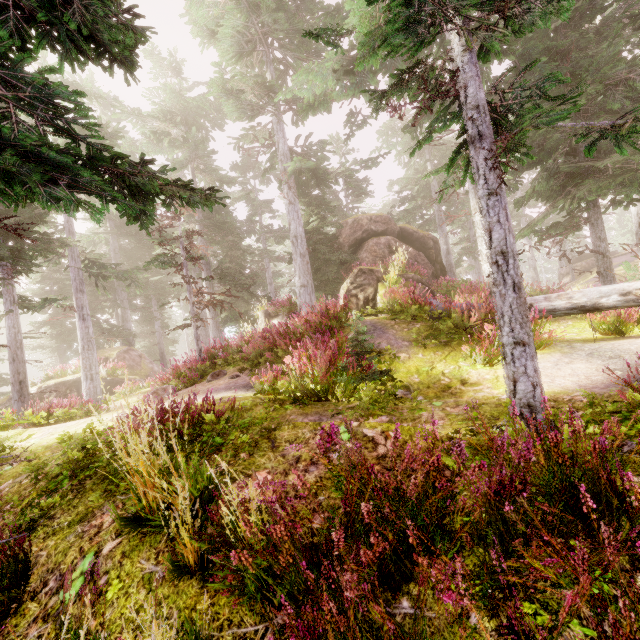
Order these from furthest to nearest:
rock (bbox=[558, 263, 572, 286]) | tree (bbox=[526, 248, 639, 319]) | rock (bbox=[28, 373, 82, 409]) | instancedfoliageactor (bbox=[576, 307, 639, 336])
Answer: rock (bbox=[558, 263, 572, 286])
rock (bbox=[28, 373, 82, 409])
instancedfoliageactor (bbox=[576, 307, 639, 336])
tree (bbox=[526, 248, 639, 319])

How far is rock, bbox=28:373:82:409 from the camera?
18.8m

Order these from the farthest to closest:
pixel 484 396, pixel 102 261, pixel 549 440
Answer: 1. pixel 102 261
2. pixel 484 396
3. pixel 549 440

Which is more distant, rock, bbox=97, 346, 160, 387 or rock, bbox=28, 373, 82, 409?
rock, bbox=97, 346, 160, 387

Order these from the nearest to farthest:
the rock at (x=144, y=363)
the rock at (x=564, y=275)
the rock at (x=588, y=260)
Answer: the rock at (x=144, y=363), the rock at (x=588, y=260), the rock at (x=564, y=275)

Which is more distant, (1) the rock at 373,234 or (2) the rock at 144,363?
(2) the rock at 144,363

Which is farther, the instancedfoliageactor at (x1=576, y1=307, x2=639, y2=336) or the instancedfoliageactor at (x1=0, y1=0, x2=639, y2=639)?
the instancedfoliageactor at (x1=576, y1=307, x2=639, y2=336)

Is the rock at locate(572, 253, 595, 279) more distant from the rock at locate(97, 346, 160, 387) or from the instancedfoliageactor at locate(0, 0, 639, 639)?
the rock at locate(97, 346, 160, 387)
